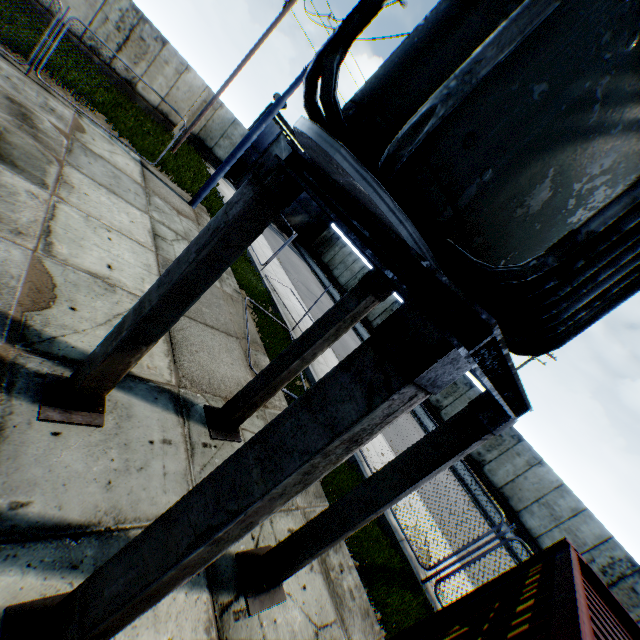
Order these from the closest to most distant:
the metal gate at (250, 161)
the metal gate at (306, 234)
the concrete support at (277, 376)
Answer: the concrete support at (277, 376), the metal gate at (250, 161), the metal gate at (306, 234)

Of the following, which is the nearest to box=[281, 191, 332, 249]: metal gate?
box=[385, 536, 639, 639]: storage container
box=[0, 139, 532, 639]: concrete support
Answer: box=[0, 139, 532, 639]: concrete support

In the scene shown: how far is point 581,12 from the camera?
1.5 meters

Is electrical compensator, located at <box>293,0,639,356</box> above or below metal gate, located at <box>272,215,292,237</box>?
above

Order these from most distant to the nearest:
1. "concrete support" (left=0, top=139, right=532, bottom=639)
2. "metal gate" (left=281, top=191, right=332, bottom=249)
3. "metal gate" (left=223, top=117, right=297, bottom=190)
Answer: "metal gate" (left=281, top=191, right=332, bottom=249) < "metal gate" (left=223, top=117, right=297, bottom=190) < "concrete support" (left=0, top=139, right=532, bottom=639)

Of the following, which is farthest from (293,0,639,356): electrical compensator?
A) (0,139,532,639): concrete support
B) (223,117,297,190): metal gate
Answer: (223,117,297,190): metal gate

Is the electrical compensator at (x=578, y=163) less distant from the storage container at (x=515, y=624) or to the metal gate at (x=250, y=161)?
the storage container at (x=515, y=624)
